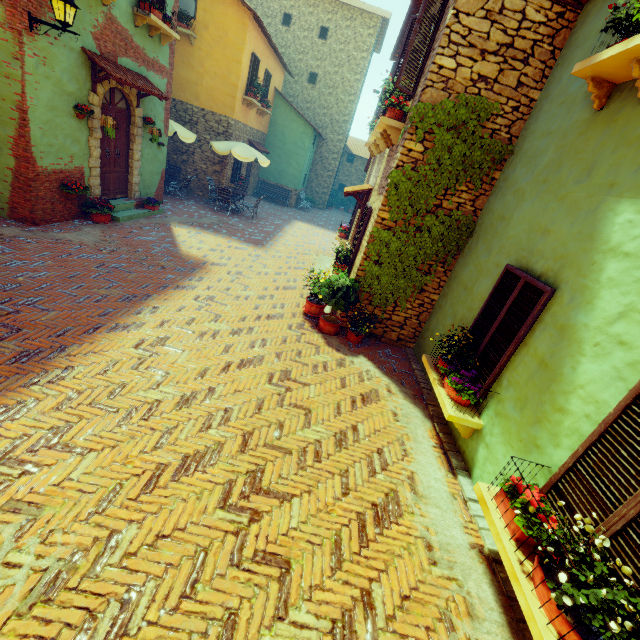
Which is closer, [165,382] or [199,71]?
[165,382]

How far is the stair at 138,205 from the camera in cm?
902

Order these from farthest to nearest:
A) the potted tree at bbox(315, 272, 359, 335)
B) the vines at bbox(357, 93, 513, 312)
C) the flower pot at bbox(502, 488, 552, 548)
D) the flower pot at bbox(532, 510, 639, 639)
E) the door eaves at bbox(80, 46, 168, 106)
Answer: the door eaves at bbox(80, 46, 168, 106) < the potted tree at bbox(315, 272, 359, 335) < the vines at bbox(357, 93, 513, 312) < the flower pot at bbox(502, 488, 552, 548) < the flower pot at bbox(532, 510, 639, 639)

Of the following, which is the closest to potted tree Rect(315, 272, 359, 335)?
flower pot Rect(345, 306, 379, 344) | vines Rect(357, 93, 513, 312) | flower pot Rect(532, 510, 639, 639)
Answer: vines Rect(357, 93, 513, 312)

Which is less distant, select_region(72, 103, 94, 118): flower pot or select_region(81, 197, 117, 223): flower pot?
select_region(72, 103, 94, 118): flower pot

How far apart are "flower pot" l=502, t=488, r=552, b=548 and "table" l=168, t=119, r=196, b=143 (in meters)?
14.20

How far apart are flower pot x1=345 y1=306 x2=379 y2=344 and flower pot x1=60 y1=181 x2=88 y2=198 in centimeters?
714cm

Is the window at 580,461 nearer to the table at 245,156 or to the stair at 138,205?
the table at 245,156
